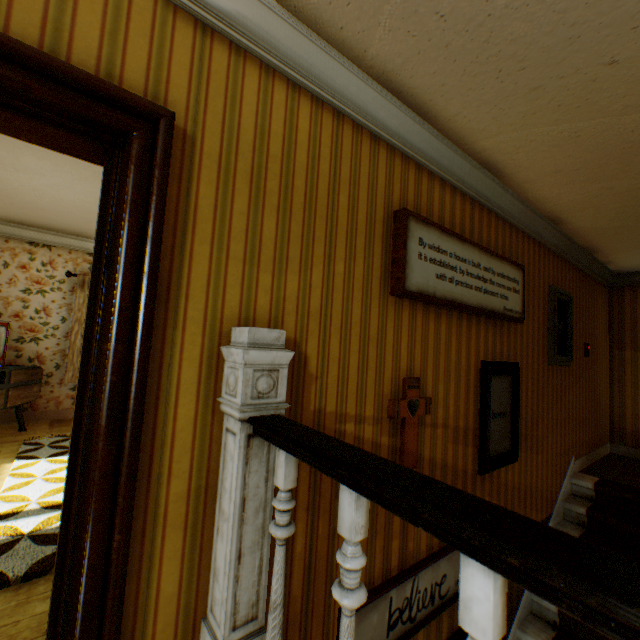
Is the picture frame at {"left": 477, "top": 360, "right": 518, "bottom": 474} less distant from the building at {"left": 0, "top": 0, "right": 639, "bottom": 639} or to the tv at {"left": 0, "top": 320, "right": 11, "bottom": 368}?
the building at {"left": 0, "top": 0, "right": 639, "bottom": 639}

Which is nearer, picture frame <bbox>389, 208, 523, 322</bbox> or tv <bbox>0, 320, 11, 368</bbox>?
picture frame <bbox>389, 208, 523, 322</bbox>

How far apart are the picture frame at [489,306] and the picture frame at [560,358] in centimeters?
99cm

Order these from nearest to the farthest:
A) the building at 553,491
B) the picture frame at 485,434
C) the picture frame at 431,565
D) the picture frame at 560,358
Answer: the building at 553,491
the picture frame at 431,565
the picture frame at 485,434
the picture frame at 560,358

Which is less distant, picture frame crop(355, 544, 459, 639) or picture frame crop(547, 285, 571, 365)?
picture frame crop(355, 544, 459, 639)

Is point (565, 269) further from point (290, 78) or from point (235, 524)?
point (235, 524)

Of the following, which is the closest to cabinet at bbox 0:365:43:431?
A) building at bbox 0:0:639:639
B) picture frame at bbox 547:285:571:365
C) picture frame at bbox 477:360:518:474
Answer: building at bbox 0:0:639:639

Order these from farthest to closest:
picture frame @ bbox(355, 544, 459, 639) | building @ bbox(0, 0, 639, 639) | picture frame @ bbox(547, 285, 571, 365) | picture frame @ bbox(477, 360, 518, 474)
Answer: picture frame @ bbox(547, 285, 571, 365) < picture frame @ bbox(477, 360, 518, 474) < picture frame @ bbox(355, 544, 459, 639) < building @ bbox(0, 0, 639, 639)
